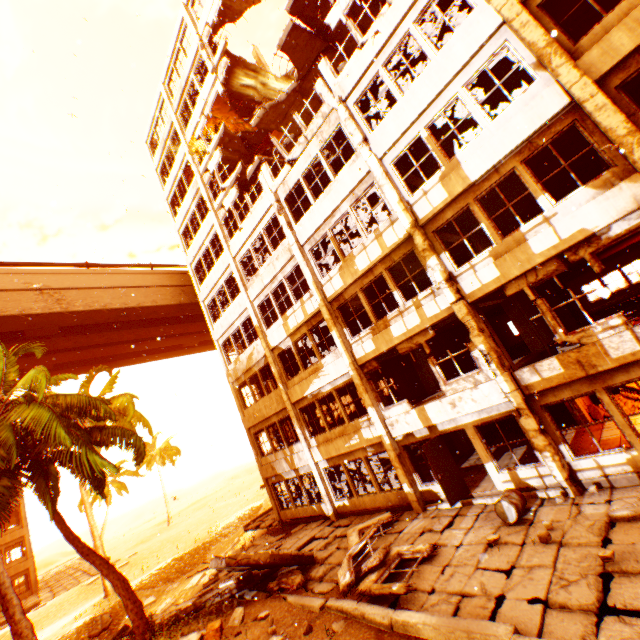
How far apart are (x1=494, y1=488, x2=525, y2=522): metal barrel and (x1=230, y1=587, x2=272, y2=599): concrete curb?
7.3m

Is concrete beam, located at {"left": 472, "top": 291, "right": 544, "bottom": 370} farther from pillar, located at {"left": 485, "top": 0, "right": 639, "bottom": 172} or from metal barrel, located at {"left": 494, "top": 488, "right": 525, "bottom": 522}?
metal barrel, located at {"left": 494, "top": 488, "right": 525, "bottom": 522}

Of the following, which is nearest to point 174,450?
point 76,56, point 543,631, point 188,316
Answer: point 188,316

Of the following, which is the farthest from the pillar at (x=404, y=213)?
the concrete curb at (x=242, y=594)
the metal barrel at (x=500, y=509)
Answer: the concrete curb at (x=242, y=594)

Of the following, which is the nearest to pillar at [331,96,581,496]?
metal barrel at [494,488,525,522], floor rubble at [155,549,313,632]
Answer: metal barrel at [494,488,525,522]

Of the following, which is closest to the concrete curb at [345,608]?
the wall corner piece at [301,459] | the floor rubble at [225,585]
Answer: the floor rubble at [225,585]

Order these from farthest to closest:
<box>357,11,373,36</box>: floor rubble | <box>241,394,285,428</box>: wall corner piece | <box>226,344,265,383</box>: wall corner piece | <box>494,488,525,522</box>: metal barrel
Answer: <box>226,344,265,383</box>: wall corner piece → <box>241,394,285,428</box>: wall corner piece → <box>357,11,373,36</box>: floor rubble → <box>494,488,525,522</box>: metal barrel

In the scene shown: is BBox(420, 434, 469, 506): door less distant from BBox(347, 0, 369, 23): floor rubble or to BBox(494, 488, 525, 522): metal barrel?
BBox(494, 488, 525, 522): metal barrel
